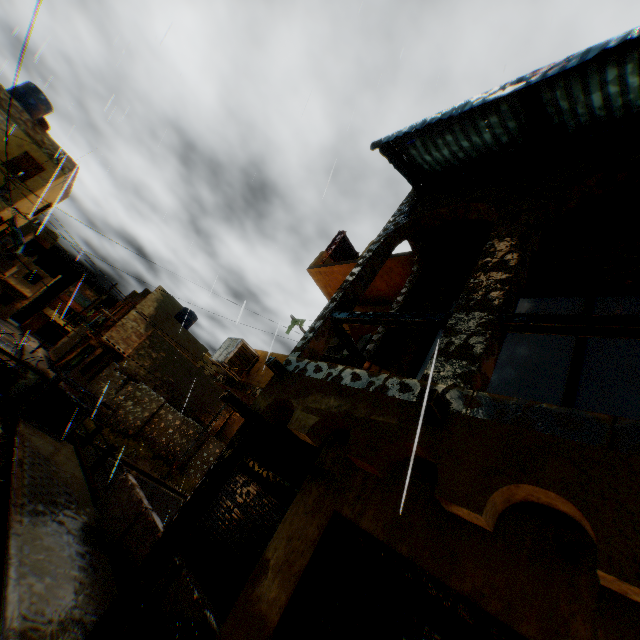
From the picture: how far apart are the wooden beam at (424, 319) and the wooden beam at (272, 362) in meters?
1.1 m

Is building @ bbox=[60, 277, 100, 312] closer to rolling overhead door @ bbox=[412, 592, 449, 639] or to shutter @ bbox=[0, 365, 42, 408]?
rolling overhead door @ bbox=[412, 592, 449, 639]

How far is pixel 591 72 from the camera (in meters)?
3.61

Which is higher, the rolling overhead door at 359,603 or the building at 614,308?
the building at 614,308

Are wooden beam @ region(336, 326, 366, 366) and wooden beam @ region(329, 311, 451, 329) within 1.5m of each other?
yes

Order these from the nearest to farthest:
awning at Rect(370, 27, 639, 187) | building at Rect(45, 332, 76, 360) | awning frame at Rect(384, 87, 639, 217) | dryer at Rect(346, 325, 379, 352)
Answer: awning at Rect(370, 27, 639, 187), awning frame at Rect(384, 87, 639, 217), dryer at Rect(346, 325, 379, 352), building at Rect(45, 332, 76, 360)

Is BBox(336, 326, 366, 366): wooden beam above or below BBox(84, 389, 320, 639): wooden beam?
above

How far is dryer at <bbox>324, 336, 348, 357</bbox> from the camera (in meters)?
8.67
